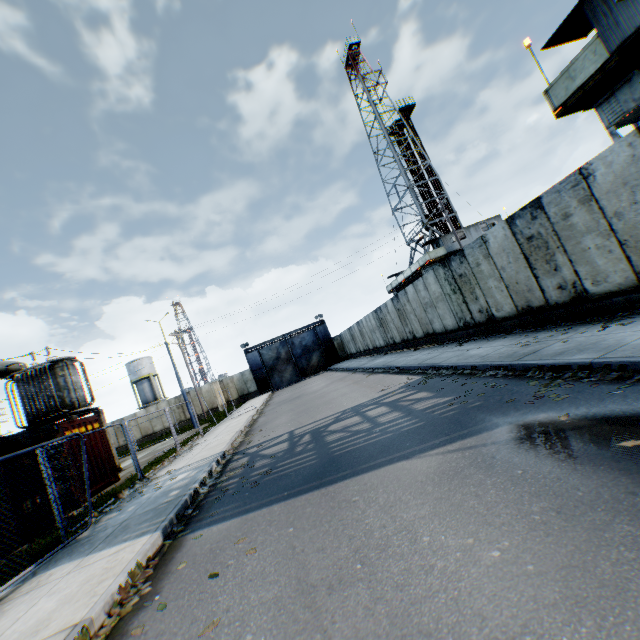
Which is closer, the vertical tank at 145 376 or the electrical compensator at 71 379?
the electrical compensator at 71 379

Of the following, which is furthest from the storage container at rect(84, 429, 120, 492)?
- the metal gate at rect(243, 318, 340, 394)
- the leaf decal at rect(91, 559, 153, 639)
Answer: the metal gate at rect(243, 318, 340, 394)

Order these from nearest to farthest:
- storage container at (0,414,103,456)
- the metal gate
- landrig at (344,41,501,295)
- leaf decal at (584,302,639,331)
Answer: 1. leaf decal at (584,302,639,331)
2. storage container at (0,414,103,456)
3. landrig at (344,41,501,295)
4. the metal gate

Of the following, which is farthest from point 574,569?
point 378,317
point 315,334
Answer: point 315,334

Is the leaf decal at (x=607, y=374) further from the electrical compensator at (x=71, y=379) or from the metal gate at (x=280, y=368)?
the metal gate at (x=280, y=368)

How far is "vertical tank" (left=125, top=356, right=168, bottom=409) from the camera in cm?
5219

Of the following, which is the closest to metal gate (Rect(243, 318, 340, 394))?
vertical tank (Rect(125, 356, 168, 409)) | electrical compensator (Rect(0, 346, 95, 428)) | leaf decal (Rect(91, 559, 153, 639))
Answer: vertical tank (Rect(125, 356, 168, 409))

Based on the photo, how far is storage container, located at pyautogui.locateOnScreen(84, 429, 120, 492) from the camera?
12.4m
